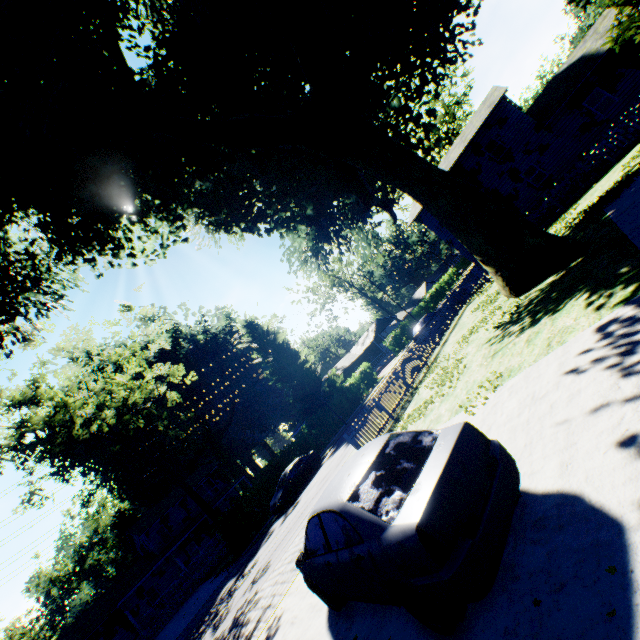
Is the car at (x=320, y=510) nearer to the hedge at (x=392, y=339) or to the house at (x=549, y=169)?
the house at (x=549, y=169)

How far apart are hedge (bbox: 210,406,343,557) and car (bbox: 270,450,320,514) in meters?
2.7 m

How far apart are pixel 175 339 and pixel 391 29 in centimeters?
4949cm

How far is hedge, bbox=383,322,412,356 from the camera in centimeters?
4565cm

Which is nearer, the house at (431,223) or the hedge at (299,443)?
the hedge at (299,443)

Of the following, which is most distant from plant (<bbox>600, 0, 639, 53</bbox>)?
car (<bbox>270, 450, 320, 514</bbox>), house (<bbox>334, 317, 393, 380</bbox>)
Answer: car (<bbox>270, 450, 320, 514</bbox>)

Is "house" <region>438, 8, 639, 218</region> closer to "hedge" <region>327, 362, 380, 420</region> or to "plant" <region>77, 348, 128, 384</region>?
"plant" <region>77, 348, 128, 384</region>

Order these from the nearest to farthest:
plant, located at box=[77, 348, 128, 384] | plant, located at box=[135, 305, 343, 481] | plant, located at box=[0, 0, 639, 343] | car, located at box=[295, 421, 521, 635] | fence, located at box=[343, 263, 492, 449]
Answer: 1. car, located at box=[295, 421, 521, 635]
2. plant, located at box=[0, 0, 639, 343]
3. fence, located at box=[343, 263, 492, 449]
4. plant, located at box=[135, 305, 343, 481]
5. plant, located at box=[77, 348, 128, 384]
